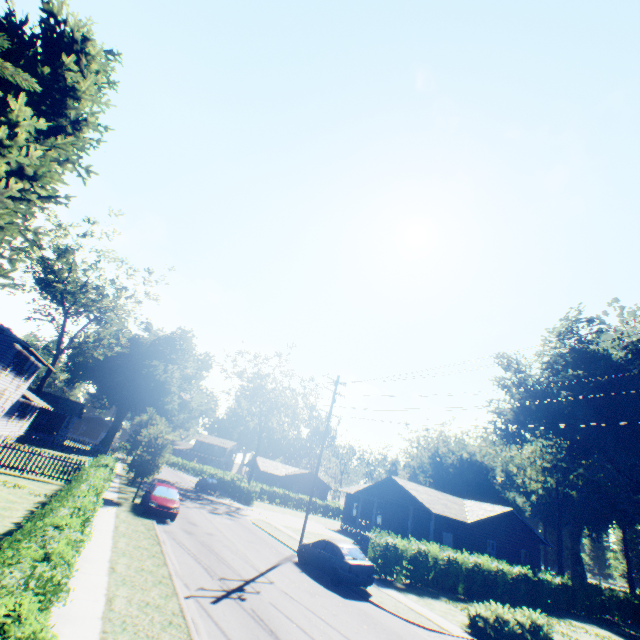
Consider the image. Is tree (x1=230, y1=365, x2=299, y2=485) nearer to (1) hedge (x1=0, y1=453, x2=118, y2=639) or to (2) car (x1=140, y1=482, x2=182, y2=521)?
(2) car (x1=140, y1=482, x2=182, y2=521)

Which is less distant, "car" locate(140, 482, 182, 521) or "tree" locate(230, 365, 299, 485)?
"car" locate(140, 482, 182, 521)

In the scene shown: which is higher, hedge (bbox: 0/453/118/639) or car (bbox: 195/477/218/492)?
hedge (bbox: 0/453/118/639)

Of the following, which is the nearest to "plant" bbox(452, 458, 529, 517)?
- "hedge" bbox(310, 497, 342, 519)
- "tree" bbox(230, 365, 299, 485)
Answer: "tree" bbox(230, 365, 299, 485)

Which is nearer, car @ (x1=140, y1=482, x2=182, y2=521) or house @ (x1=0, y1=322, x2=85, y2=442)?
car @ (x1=140, y1=482, x2=182, y2=521)

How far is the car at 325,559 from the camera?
15.2m

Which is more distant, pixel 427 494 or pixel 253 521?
pixel 427 494

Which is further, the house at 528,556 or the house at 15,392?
the house at 528,556
